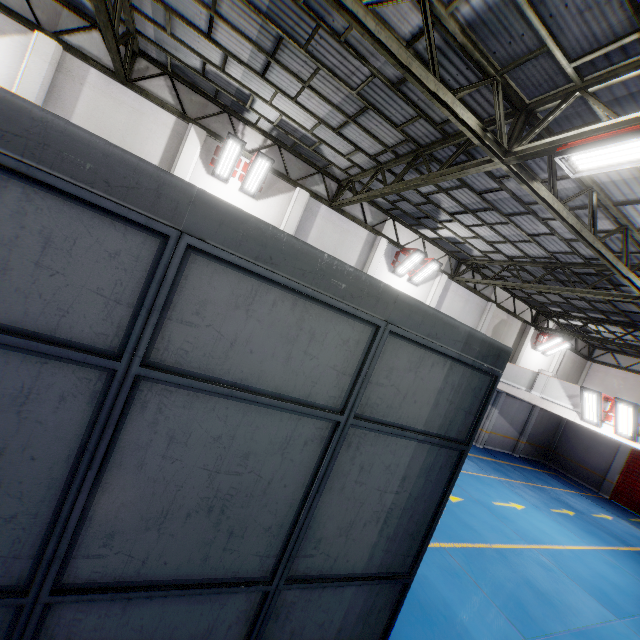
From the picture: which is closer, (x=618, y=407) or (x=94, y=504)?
(x=94, y=504)

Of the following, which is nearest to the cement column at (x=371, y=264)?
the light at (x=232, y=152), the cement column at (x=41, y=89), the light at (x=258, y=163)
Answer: the light at (x=258, y=163)

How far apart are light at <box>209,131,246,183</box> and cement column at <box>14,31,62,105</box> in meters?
4.4 m

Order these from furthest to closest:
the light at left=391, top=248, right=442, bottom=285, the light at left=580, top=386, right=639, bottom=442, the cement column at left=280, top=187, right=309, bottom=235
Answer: the light at left=391, top=248, right=442, bottom=285, the cement column at left=280, top=187, right=309, bottom=235, the light at left=580, top=386, right=639, bottom=442

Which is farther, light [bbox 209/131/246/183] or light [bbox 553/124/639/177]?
light [bbox 209/131/246/183]

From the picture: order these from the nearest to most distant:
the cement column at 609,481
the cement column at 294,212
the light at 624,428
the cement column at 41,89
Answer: the cement column at 41,89
the light at 624,428
the cement column at 294,212
the cement column at 609,481

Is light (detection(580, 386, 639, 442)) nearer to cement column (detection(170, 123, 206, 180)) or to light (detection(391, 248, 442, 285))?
light (detection(391, 248, 442, 285))

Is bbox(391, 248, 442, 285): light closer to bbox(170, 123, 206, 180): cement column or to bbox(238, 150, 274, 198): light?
bbox(238, 150, 274, 198): light
